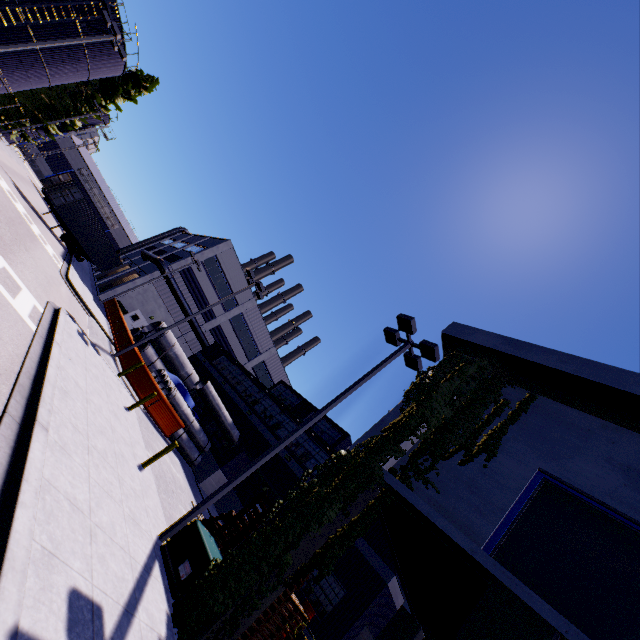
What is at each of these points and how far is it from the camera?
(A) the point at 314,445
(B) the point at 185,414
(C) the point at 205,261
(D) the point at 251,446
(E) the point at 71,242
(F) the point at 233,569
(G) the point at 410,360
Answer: (A) building, 21.2m
(B) concrete pipe stack, 21.4m
(C) building, 37.9m
(D) building, 22.5m
(E) semi trailer, 32.2m
(F) tree, 6.7m
(G) light, 12.6m

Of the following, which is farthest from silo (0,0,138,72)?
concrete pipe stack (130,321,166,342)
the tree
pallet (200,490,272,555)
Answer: pallet (200,490,272,555)

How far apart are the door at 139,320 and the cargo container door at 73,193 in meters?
11.9

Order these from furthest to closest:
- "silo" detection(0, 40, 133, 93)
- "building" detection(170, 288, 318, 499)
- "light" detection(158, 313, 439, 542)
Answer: "silo" detection(0, 40, 133, 93), "building" detection(170, 288, 318, 499), "light" detection(158, 313, 439, 542)

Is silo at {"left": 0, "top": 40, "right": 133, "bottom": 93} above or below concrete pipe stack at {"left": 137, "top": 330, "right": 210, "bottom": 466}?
above

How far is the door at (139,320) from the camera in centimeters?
3472cm

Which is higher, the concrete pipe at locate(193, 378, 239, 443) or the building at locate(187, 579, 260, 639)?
the concrete pipe at locate(193, 378, 239, 443)

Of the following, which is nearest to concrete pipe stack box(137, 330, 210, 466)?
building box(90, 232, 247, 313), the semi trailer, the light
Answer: building box(90, 232, 247, 313)
